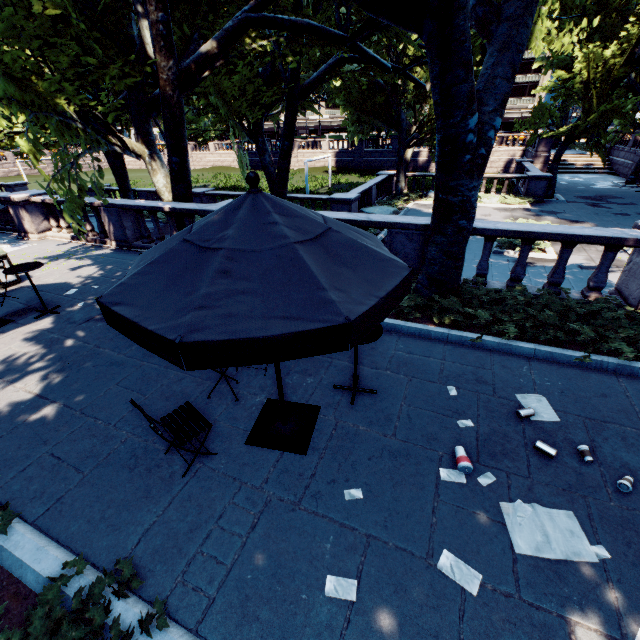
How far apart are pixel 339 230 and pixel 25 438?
5.0m

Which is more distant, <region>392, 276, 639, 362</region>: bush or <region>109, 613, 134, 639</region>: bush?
<region>392, 276, 639, 362</region>: bush

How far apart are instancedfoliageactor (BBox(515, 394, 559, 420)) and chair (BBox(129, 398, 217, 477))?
4.09m

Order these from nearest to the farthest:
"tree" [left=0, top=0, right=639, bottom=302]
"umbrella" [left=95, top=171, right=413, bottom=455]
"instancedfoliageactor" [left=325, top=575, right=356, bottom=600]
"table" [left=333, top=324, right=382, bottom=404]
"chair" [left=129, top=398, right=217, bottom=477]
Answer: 1. "umbrella" [left=95, top=171, right=413, bottom=455]
2. "instancedfoliageactor" [left=325, top=575, right=356, bottom=600]
3. "chair" [left=129, top=398, right=217, bottom=477]
4. "table" [left=333, top=324, right=382, bottom=404]
5. "tree" [left=0, top=0, right=639, bottom=302]

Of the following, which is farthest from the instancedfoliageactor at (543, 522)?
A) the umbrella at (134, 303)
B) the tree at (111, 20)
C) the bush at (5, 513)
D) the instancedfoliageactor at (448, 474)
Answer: the tree at (111, 20)

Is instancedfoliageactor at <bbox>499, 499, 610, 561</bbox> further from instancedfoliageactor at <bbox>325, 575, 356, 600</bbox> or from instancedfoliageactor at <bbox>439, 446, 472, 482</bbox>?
instancedfoliageactor at <bbox>325, 575, 356, 600</bbox>

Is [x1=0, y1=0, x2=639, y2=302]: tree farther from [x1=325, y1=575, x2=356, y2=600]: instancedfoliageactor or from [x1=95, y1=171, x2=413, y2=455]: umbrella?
[x1=325, y1=575, x2=356, y2=600]: instancedfoliageactor

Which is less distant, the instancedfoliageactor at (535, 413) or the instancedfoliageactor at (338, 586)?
the instancedfoliageactor at (338, 586)
